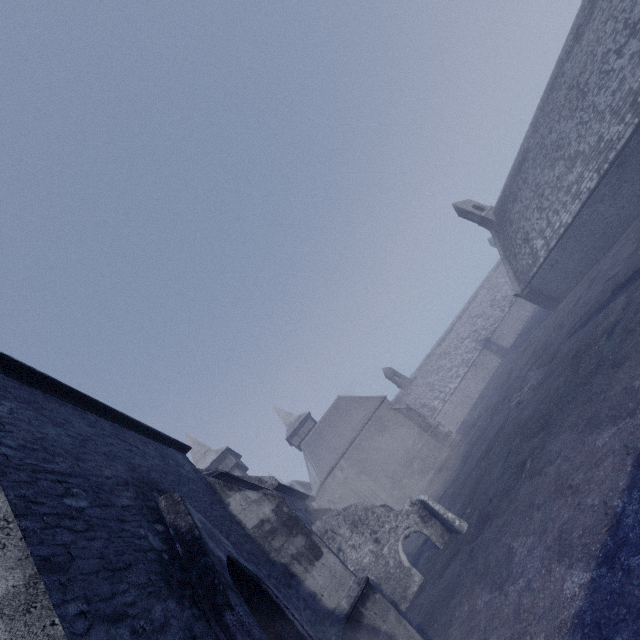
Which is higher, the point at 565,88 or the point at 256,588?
the point at 565,88
